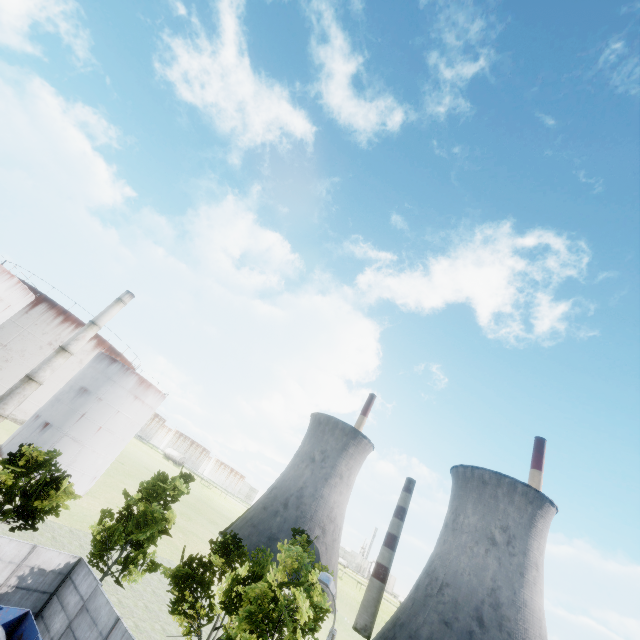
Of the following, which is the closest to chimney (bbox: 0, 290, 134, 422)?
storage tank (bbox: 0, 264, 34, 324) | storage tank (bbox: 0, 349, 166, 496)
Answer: storage tank (bbox: 0, 349, 166, 496)

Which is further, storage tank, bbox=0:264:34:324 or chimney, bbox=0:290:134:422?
chimney, bbox=0:290:134:422

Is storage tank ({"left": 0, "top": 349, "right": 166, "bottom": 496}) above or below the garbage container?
above

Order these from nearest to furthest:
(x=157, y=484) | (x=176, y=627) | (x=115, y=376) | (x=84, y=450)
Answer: (x=157, y=484)
(x=176, y=627)
(x=84, y=450)
(x=115, y=376)

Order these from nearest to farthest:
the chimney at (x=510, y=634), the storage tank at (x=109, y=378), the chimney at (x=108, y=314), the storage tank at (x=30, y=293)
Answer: the storage tank at (x=30, y=293) < the chimney at (x=108, y=314) < the storage tank at (x=109, y=378) < the chimney at (x=510, y=634)

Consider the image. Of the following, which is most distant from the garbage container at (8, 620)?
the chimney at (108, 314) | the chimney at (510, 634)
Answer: the chimney at (510, 634)

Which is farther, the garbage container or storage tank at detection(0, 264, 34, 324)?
storage tank at detection(0, 264, 34, 324)

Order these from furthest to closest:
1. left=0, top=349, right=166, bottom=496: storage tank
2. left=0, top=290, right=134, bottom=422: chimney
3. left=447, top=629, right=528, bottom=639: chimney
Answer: left=447, top=629, right=528, bottom=639: chimney → left=0, top=349, right=166, bottom=496: storage tank → left=0, top=290, right=134, bottom=422: chimney
